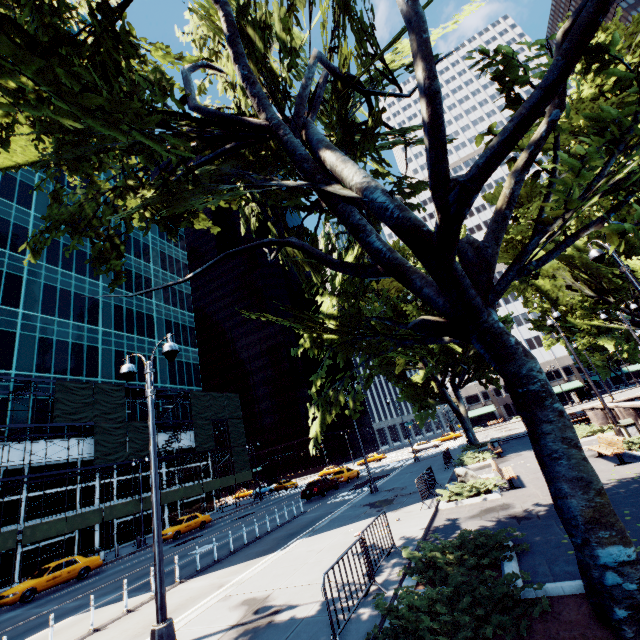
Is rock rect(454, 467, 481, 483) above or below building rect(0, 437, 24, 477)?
below

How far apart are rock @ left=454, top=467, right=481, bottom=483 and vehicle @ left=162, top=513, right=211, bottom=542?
24.3m

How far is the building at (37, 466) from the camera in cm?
2927

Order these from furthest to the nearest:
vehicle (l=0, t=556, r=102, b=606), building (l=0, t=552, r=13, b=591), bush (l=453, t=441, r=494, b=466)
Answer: building (l=0, t=552, r=13, b=591) < bush (l=453, t=441, r=494, b=466) < vehicle (l=0, t=556, r=102, b=606)

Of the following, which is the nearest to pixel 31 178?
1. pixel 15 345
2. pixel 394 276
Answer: pixel 15 345

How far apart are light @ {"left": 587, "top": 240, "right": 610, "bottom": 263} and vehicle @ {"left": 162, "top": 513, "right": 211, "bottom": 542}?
33.46m

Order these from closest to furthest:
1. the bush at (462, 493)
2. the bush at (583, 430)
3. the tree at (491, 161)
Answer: the tree at (491, 161) < the bush at (462, 493) < the bush at (583, 430)

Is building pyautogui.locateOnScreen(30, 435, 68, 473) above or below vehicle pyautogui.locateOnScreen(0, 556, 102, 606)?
above
